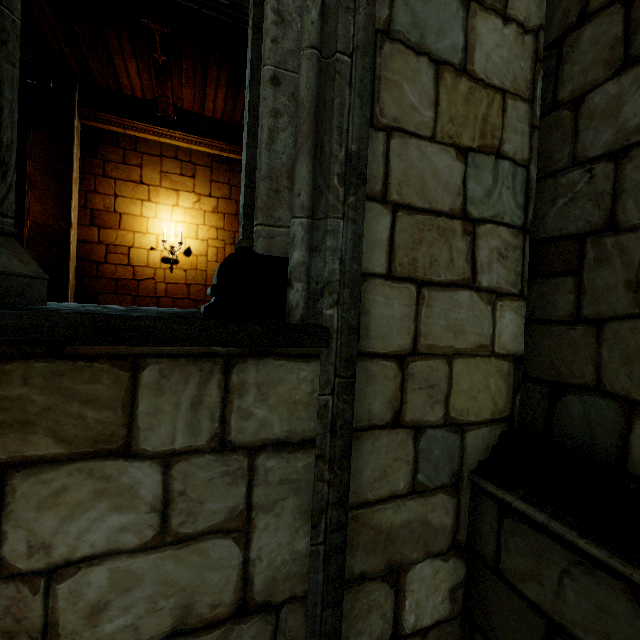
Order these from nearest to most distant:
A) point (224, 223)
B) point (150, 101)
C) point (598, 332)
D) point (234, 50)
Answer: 1. point (598, 332)
2. point (234, 50)
3. point (150, 101)
4. point (224, 223)

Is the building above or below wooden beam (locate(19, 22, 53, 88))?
below

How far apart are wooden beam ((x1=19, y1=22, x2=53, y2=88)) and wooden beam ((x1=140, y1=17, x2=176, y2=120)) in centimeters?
177cm

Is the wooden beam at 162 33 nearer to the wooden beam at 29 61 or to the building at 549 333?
the building at 549 333

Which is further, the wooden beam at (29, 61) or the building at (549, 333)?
the wooden beam at (29, 61)

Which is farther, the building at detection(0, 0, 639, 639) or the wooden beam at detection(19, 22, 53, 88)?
the wooden beam at detection(19, 22, 53, 88)

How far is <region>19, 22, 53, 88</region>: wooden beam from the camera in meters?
5.3

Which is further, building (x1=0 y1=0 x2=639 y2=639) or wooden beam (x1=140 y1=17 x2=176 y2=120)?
wooden beam (x1=140 y1=17 x2=176 y2=120)
